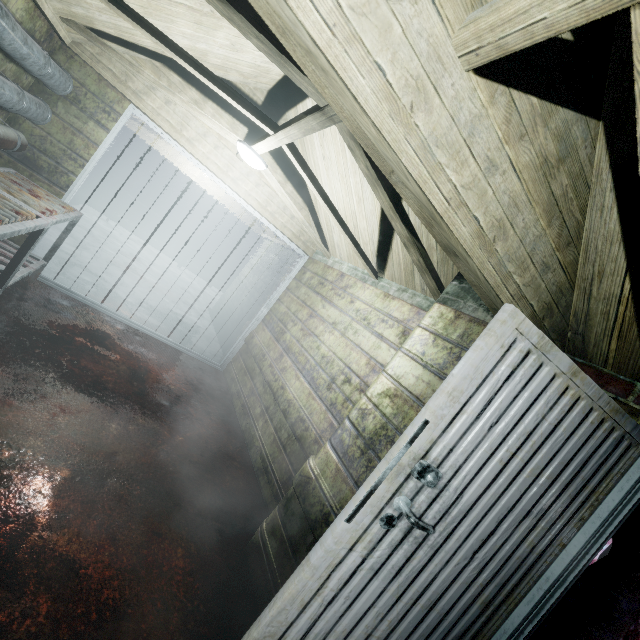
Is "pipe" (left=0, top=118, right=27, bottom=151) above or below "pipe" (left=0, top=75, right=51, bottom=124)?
below

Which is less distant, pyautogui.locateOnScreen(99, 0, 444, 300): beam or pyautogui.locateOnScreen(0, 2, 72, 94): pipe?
pyautogui.locateOnScreen(99, 0, 444, 300): beam

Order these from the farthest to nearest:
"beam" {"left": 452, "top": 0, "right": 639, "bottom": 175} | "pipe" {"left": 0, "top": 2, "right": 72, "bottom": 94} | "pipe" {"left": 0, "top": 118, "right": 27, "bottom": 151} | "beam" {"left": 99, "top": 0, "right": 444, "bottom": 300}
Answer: "pipe" {"left": 0, "top": 118, "right": 27, "bottom": 151} → "pipe" {"left": 0, "top": 2, "right": 72, "bottom": 94} → "beam" {"left": 99, "top": 0, "right": 444, "bottom": 300} → "beam" {"left": 452, "top": 0, "right": 639, "bottom": 175}

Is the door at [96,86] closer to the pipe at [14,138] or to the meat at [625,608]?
the pipe at [14,138]

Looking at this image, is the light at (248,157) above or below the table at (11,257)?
above

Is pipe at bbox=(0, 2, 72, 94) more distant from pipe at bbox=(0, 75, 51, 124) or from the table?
the table

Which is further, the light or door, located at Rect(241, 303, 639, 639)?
the light

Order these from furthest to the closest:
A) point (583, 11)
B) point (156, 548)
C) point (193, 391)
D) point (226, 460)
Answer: point (193, 391) → point (226, 460) → point (156, 548) → point (583, 11)
